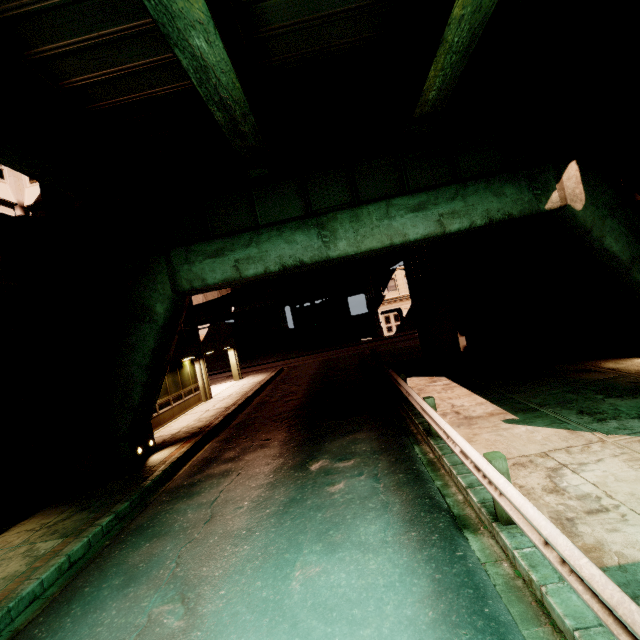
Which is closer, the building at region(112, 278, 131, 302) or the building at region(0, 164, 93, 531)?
the building at region(0, 164, 93, 531)

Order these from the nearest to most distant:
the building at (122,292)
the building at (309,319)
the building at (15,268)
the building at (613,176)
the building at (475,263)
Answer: the building at (15,268)
the building at (613,176)
the building at (475,263)
the building at (122,292)
the building at (309,319)

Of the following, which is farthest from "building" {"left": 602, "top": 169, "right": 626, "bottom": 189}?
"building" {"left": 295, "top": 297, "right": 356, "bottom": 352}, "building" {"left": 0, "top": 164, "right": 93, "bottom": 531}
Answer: "building" {"left": 295, "top": 297, "right": 356, "bottom": 352}

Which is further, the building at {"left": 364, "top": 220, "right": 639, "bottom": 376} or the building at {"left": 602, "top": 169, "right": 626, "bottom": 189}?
the building at {"left": 364, "top": 220, "right": 639, "bottom": 376}

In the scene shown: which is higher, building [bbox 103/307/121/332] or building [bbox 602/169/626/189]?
building [bbox 602/169/626/189]

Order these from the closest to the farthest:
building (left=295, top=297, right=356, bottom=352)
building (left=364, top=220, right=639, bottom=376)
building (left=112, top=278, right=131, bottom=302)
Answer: building (left=364, top=220, right=639, bottom=376) < building (left=112, top=278, right=131, bottom=302) < building (left=295, top=297, right=356, bottom=352)

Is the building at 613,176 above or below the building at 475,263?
above

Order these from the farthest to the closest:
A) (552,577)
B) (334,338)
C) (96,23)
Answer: (334,338)
(96,23)
(552,577)
